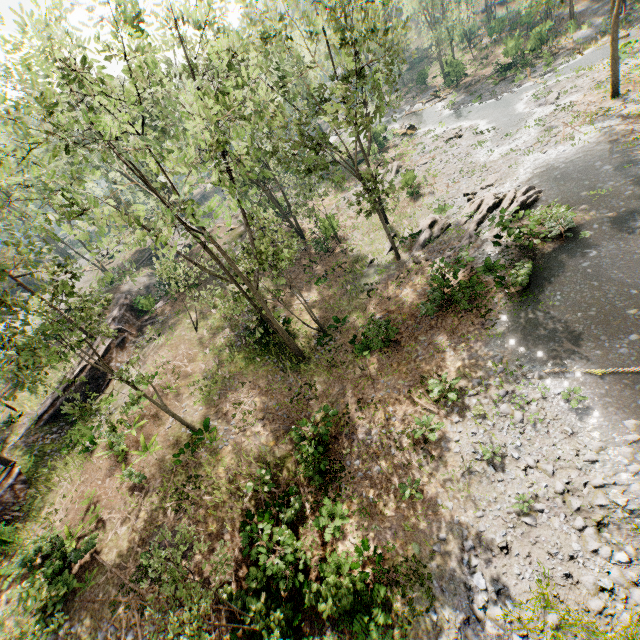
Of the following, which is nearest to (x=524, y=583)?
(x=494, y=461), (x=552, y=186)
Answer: (x=494, y=461)

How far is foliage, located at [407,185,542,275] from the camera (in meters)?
18.11

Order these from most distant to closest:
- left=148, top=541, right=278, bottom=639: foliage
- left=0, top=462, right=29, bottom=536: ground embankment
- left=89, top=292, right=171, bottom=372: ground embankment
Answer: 1. left=89, top=292, right=171, bottom=372: ground embankment
2. left=0, top=462, right=29, bottom=536: ground embankment
3. left=148, top=541, right=278, bottom=639: foliage

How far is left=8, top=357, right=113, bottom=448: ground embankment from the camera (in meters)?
21.78

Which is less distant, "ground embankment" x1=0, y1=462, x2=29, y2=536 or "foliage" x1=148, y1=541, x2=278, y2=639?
"foliage" x1=148, y1=541, x2=278, y2=639

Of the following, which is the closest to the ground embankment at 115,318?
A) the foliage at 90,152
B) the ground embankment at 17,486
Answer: the foliage at 90,152

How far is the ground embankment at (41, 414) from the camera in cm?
2178

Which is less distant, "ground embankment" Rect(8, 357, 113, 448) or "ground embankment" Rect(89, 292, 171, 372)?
"ground embankment" Rect(8, 357, 113, 448)
